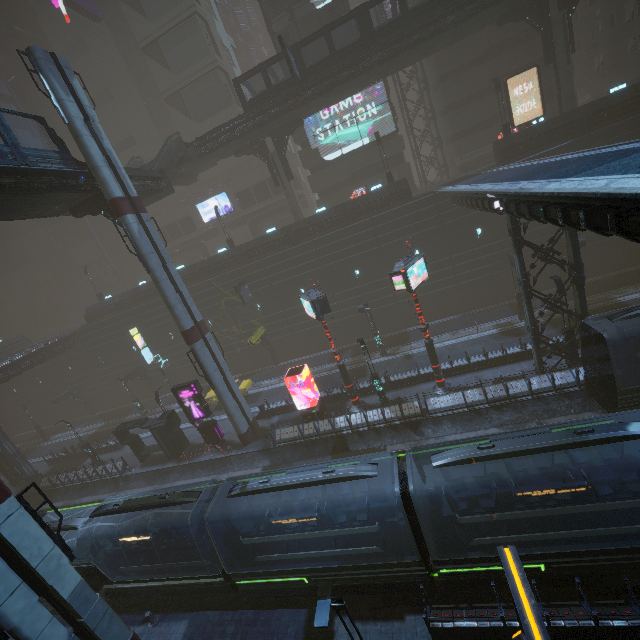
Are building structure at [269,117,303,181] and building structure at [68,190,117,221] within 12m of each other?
no

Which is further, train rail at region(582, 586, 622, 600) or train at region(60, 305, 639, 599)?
train rail at region(582, 586, 622, 600)

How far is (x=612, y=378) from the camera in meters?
14.5 m

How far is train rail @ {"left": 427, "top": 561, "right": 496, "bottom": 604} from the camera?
11.66m

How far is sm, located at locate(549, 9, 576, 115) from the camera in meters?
25.2

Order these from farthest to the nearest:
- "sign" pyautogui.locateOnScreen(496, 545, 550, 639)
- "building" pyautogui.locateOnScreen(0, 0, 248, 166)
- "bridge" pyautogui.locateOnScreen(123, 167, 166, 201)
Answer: "building" pyautogui.locateOnScreen(0, 0, 248, 166), "bridge" pyautogui.locateOnScreen(123, 167, 166, 201), "sign" pyautogui.locateOnScreen(496, 545, 550, 639)

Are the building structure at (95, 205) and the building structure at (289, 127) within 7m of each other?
no

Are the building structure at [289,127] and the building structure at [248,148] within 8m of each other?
yes
